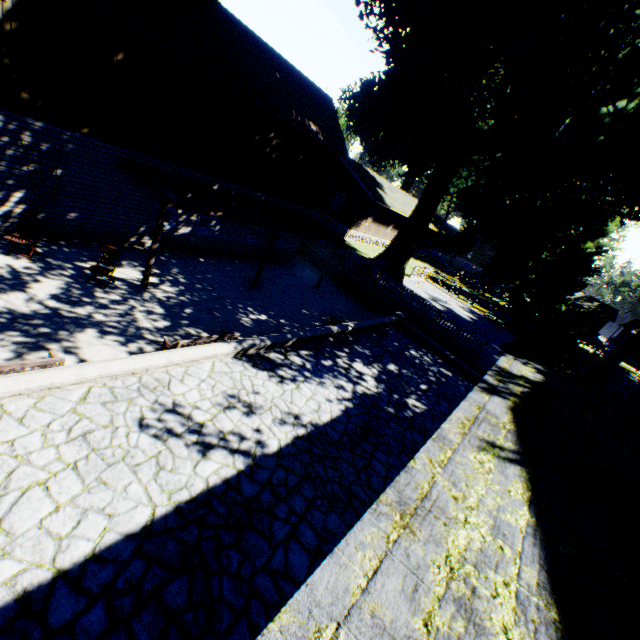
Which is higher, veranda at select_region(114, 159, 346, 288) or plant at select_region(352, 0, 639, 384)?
plant at select_region(352, 0, 639, 384)

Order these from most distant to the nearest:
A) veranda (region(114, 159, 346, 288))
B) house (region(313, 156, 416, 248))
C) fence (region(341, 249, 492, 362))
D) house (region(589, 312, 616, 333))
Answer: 1. house (region(589, 312, 616, 333))
2. house (region(313, 156, 416, 248))
3. fence (region(341, 249, 492, 362))
4. veranda (region(114, 159, 346, 288))

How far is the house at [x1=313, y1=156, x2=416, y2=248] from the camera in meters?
30.0

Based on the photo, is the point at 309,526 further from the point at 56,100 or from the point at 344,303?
the point at 344,303

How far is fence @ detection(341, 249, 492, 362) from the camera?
16.7 meters

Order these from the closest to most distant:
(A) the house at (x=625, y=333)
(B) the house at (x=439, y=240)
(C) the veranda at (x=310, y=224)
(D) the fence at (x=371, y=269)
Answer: (C) the veranda at (x=310, y=224) < (D) the fence at (x=371, y=269) < (B) the house at (x=439, y=240) < (A) the house at (x=625, y=333)

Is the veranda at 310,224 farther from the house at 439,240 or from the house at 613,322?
the house at 613,322

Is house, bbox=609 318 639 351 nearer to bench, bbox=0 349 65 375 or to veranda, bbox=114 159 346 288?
veranda, bbox=114 159 346 288
